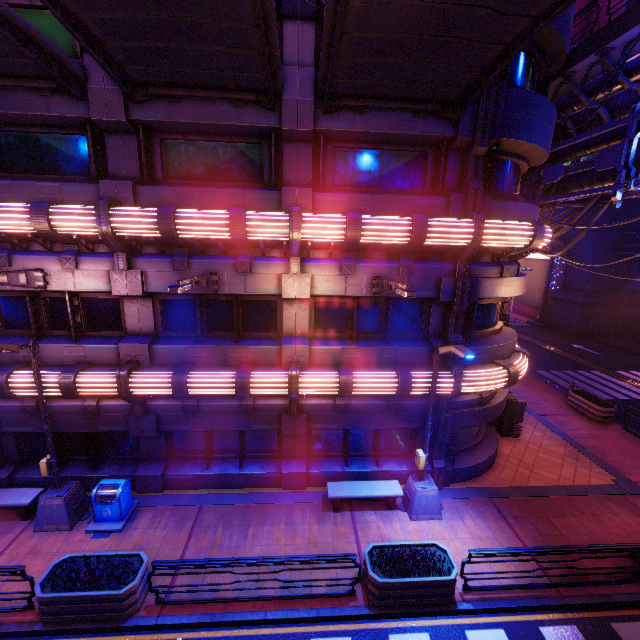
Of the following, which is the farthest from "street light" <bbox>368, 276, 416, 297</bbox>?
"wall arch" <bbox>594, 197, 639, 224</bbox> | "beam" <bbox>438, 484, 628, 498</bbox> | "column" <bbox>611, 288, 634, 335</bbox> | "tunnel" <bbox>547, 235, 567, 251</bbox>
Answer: "column" <bbox>611, 288, 634, 335</bbox>

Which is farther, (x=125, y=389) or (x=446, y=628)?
(x=125, y=389)

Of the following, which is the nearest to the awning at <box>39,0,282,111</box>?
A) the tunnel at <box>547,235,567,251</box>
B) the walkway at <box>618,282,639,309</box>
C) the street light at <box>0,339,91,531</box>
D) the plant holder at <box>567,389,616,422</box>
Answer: the street light at <box>0,339,91,531</box>

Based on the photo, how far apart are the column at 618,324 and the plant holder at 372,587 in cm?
3780

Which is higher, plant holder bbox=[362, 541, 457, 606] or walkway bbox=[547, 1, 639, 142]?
walkway bbox=[547, 1, 639, 142]

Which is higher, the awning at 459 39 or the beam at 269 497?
the awning at 459 39

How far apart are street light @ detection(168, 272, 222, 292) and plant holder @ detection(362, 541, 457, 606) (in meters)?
7.94

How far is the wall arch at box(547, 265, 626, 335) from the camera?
33.4 meters
